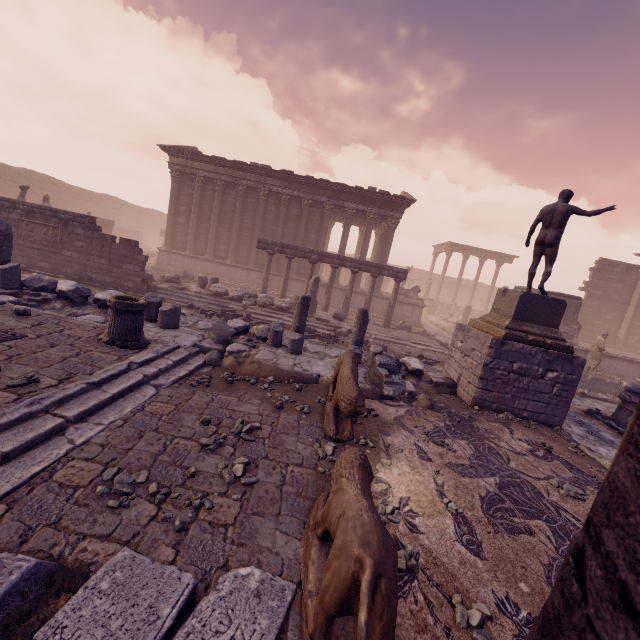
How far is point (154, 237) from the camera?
43.4m

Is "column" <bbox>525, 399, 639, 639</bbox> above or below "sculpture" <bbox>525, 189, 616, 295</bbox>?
below

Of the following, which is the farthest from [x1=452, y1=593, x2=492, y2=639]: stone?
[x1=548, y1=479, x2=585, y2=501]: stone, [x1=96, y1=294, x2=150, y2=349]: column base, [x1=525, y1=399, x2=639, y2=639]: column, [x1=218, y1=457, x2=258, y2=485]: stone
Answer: [x1=96, y1=294, x2=150, y2=349]: column base

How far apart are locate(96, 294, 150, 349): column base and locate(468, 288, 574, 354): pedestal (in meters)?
8.01

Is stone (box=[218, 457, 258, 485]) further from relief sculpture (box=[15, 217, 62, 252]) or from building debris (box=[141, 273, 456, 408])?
relief sculpture (box=[15, 217, 62, 252])

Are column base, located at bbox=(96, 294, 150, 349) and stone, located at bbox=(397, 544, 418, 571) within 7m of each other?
yes

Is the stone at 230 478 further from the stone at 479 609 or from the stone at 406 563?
the stone at 479 609

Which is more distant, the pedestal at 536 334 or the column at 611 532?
the pedestal at 536 334
